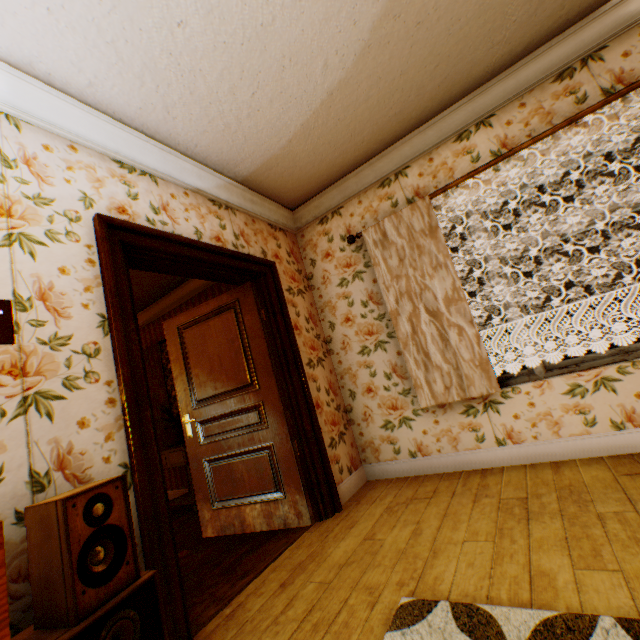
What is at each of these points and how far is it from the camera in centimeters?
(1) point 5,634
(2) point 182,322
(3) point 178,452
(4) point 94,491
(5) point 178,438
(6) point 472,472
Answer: →
(1) cabinet, 74cm
(2) childactor, 349cm
(3) cabinet, 416cm
(4) speaker, 121cm
(5) flower pot, 439cm
(6) building, 283cm

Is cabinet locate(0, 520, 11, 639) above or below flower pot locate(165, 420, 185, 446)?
below

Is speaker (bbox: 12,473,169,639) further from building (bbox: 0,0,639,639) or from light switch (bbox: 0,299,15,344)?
light switch (bbox: 0,299,15,344)

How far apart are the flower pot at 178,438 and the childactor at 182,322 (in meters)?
1.14

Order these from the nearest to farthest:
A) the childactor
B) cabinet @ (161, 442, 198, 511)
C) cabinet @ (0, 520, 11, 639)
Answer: cabinet @ (0, 520, 11, 639), the childactor, cabinet @ (161, 442, 198, 511)

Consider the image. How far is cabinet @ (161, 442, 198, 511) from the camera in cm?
403

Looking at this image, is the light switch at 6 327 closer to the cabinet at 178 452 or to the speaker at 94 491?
the speaker at 94 491

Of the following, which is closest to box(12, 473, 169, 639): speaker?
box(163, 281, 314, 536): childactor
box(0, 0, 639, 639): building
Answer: box(0, 0, 639, 639): building
